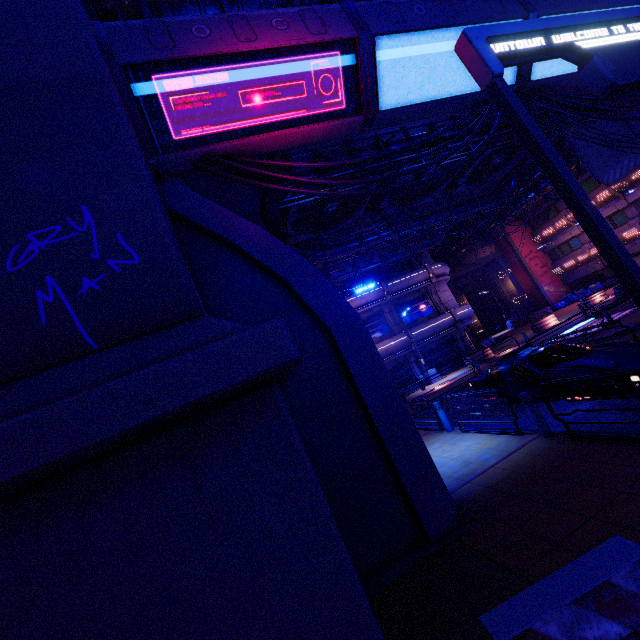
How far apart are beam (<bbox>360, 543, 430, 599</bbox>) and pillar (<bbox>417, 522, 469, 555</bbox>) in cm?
2

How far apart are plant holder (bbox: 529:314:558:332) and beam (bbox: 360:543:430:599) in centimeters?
2627cm

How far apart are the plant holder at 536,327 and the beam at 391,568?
26.3m

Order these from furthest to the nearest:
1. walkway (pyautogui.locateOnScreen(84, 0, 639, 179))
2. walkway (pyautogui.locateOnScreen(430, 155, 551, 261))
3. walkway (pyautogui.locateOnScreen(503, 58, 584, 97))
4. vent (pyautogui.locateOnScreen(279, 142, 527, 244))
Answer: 1. walkway (pyautogui.locateOnScreen(430, 155, 551, 261))
2. vent (pyautogui.locateOnScreen(279, 142, 527, 244))
3. walkway (pyautogui.locateOnScreen(503, 58, 584, 97))
4. walkway (pyautogui.locateOnScreen(84, 0, 639, 179))

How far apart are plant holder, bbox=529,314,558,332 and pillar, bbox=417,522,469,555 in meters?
25.8

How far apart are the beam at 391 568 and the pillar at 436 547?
0.0 meters

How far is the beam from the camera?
5.0 meters

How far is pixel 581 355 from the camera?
8.54m
